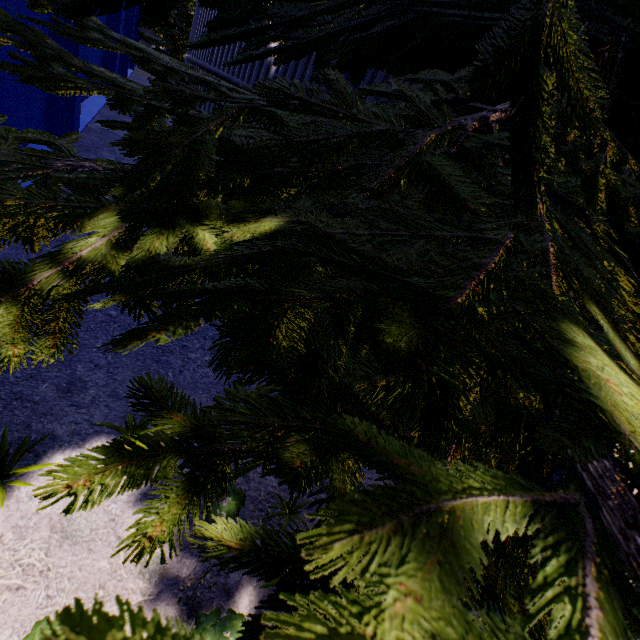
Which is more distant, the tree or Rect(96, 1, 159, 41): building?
Rect(96, 1, 159, 41): building

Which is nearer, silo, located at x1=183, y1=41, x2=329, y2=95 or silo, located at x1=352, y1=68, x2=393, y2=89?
silo, located at x1=352, y1=68, x2=393, y2=89

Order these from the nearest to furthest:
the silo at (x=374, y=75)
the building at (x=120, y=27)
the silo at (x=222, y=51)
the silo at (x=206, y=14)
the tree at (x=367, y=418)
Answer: the tree at (x=367, y=418), the silo at (x=374, y=75), the silo at (x=222, y=51), the silo at (x=206, y=14), the building at (x=120, y=27)

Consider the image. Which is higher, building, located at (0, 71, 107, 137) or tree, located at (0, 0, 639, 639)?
tree, located at (0, 0, 639, 639)

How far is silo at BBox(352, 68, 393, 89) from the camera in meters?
4.3 m

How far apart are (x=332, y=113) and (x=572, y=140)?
1.5m

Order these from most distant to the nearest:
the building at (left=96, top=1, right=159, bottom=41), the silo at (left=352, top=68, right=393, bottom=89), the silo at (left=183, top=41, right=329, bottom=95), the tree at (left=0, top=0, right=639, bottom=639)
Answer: the building at (left=96, top=1, right=159, bottom=41) → the silo at (left=183, top=41, right=329, bottom=95) → the silo at (left=352, top=68, right=393, bottom=89) → the tree at (left=0, top=0, right=639, bottom=639)

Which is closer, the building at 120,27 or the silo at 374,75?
the silo at 374,75
